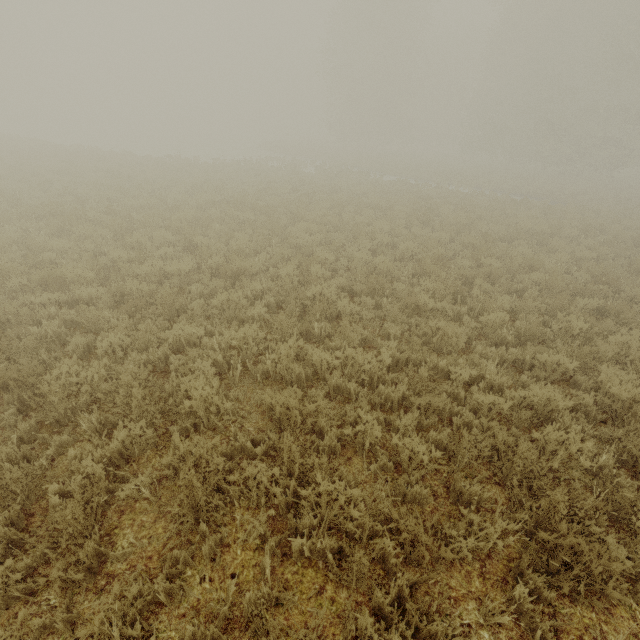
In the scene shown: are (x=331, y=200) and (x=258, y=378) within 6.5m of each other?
no
